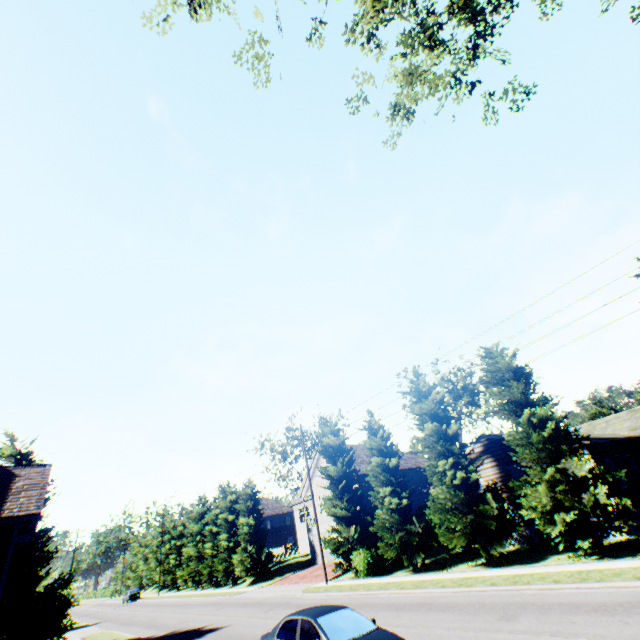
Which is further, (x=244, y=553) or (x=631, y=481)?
(x=244, y=553)

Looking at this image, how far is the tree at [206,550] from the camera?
36.59m

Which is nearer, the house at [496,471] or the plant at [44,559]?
the plant at [44,559]

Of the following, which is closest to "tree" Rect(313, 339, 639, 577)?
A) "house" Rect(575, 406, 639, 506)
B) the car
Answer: "house" Rect(575, 406, 639, 506)

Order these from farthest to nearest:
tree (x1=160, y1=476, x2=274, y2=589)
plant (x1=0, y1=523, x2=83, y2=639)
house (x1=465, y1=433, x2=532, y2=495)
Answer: tree (x1=160, y1=476, x2=274, y2=589) → house (x1=465, y1=433, x2=532, y2=495) → plant (x1=0, y1=523, x2=83, y2=639)

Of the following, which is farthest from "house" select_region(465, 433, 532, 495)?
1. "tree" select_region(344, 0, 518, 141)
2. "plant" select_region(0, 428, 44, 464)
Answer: "plant" select_region(0, 428, 44, 464)

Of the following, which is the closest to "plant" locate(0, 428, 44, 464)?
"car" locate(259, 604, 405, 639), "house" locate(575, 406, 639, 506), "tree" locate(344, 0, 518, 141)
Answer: "tree" locate(344, 0, 518, 141)
